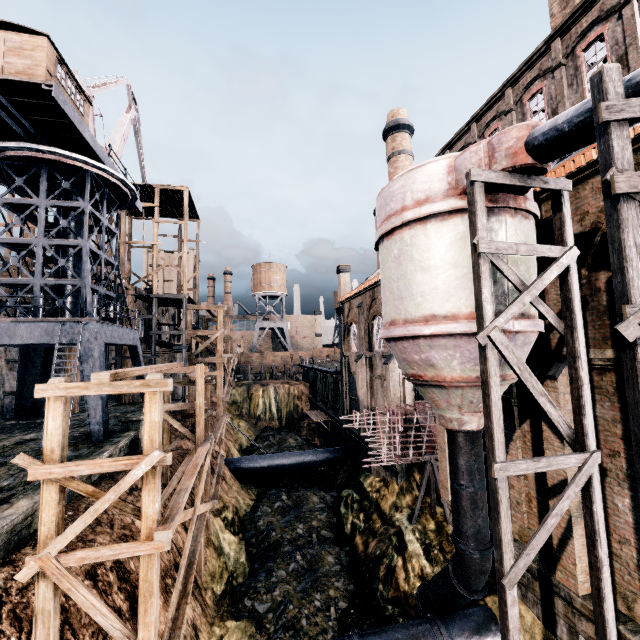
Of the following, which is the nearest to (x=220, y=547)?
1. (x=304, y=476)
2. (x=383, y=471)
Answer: (x=383, y=471)

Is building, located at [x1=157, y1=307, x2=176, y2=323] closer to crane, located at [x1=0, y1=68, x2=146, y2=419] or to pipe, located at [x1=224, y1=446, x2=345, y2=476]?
crane, located at [x1=0, y1=68, x2=146, y2=419]

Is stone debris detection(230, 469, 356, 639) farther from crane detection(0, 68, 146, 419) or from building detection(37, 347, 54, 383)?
crane detection(0, 68, 146, 419)

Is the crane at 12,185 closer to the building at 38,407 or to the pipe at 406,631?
the building at 38,407

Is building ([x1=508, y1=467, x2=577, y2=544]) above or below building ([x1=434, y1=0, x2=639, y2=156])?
below

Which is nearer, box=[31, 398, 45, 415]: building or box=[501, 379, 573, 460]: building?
box=[501, 379, 573, 460]: building

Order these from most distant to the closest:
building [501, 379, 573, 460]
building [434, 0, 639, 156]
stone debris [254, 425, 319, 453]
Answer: stone debris [254, 425, 319, 453], building [434, 0, 639, 156], building [501, 379, 573, 460]

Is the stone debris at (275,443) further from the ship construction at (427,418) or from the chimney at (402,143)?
the chimney at (402,143)
